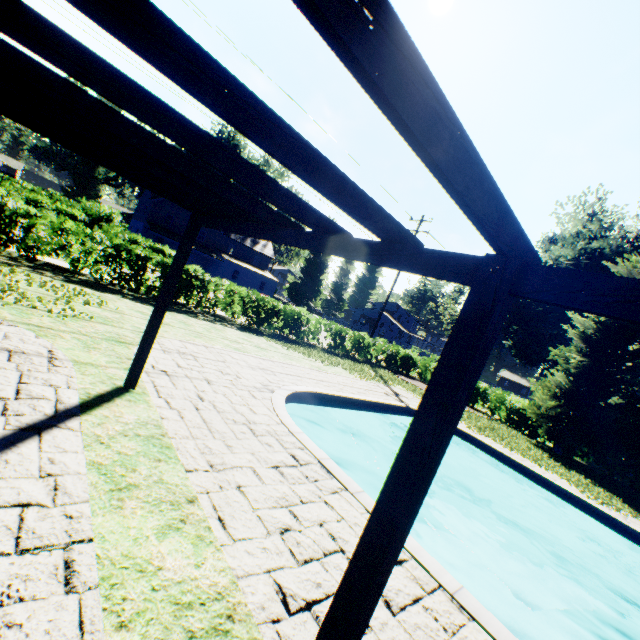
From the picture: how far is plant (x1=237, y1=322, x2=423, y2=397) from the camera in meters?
15.5

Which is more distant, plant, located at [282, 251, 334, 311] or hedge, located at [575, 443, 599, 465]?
plant, located at [282, 251, 334, 311]

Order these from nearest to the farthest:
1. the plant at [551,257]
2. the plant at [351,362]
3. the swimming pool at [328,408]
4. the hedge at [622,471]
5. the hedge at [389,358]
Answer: the swimming pool at [328,408], the hedge at [389,358], the plant at [351,362], the hedge at [622,471], the plant at [551,257]

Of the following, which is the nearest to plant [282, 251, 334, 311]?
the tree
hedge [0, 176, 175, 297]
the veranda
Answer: the tree

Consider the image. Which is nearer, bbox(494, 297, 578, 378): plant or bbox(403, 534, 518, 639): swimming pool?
bbox(403, 534, 518, 639): swimming pool

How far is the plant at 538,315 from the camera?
31.1 meters

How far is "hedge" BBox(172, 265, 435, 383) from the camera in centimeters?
1429cm

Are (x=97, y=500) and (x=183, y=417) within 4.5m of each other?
yes
